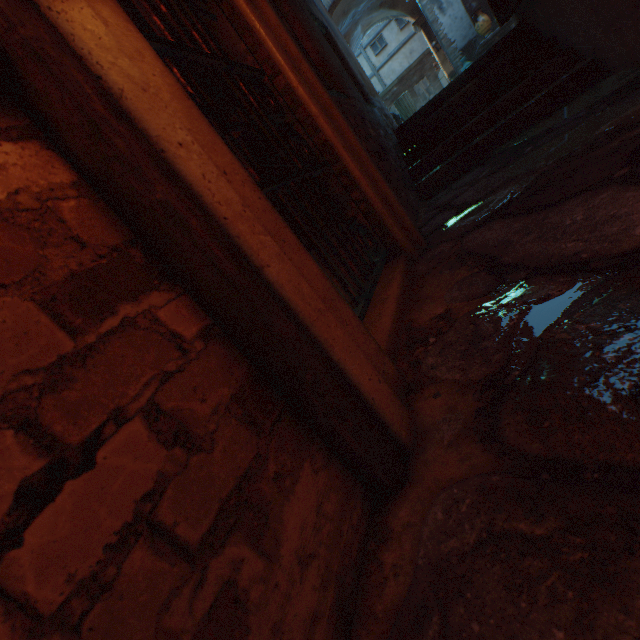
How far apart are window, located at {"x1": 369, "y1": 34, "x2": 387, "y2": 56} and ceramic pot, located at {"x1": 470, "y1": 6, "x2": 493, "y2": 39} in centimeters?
1586cm

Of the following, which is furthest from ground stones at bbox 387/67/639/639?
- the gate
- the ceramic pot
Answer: the ceramic pot

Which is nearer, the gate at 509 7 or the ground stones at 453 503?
the ground stones at 453 503

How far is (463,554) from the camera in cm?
61

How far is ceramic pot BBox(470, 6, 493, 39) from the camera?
9.2m

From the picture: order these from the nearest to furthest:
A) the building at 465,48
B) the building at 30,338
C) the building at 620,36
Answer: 1. the building at 30,338
2. the building at 620,36
3. the building at 465,48

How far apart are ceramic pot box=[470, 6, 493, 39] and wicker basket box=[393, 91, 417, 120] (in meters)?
2.63

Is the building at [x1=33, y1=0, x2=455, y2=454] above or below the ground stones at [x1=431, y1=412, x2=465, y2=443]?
above
